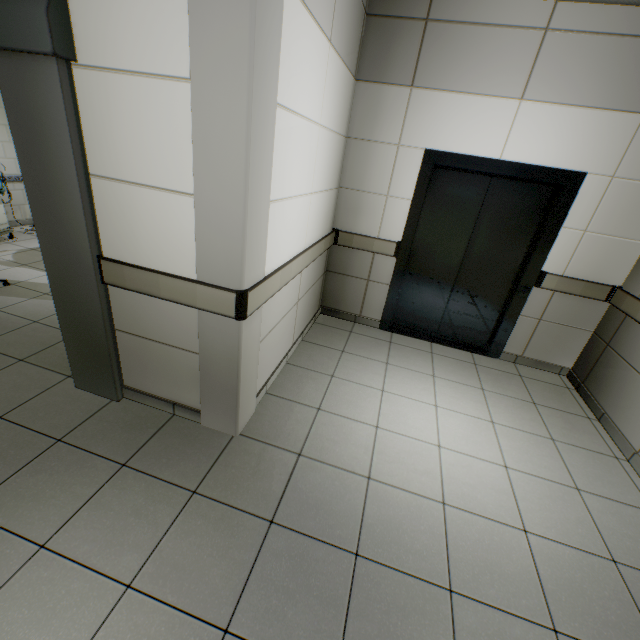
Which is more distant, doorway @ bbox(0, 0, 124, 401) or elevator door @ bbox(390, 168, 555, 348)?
elevator door @ bbox(390, 168, 555, 348)

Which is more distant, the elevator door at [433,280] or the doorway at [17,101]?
the elevator door at [433,280]

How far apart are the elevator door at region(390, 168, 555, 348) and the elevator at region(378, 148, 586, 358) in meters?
0.0

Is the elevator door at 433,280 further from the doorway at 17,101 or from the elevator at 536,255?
the doorway at 17,101

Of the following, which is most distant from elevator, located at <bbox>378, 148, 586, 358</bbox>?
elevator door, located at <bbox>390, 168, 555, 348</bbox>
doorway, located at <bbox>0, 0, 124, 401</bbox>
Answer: doorway, located at <bbox>0, 0, 124, 401</bbox>

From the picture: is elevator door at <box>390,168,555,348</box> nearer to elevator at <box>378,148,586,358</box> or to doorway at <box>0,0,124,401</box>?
elevator at <box>378,148,586,358</box>

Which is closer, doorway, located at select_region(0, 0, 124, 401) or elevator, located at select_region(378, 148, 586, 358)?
doorway, located at select_region(0, 0, 124, 401)

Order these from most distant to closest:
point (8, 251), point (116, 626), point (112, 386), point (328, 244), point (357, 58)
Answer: point (8, 251)
point (328, 244)
point (357, 58)
point (112, 386)
point (116, 626)
